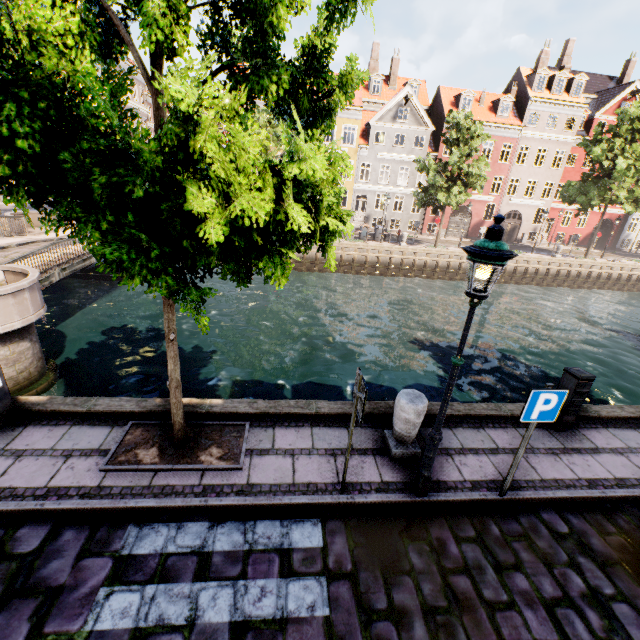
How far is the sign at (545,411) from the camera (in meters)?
4.00

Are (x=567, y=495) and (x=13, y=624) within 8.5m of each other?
yes

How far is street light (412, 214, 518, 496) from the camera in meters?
3.2 m

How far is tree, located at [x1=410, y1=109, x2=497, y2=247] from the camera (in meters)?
22.52

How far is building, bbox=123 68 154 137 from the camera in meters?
34.5 m

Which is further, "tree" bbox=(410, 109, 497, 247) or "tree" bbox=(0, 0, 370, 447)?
"tree" bbox=(410, 109, 497, 247)

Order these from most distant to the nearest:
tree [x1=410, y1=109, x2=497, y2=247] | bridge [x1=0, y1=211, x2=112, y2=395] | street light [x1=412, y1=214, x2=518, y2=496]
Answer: tree [x1=410, y1=109, x2=497, y2=247] < bridge [x1=0, y1=211, x2=112, y2=395] < street light [x1=412, y1=214, x2=518, y2=496]

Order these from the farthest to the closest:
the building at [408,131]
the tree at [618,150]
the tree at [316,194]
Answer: the building at [408,131] < the tree at [618,150] < the tree at [316,194]
